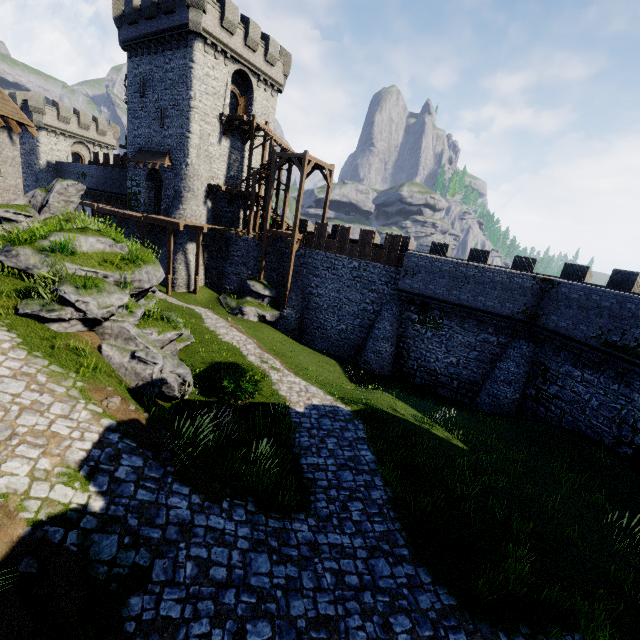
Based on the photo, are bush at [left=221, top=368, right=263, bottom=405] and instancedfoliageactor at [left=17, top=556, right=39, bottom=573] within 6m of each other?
no

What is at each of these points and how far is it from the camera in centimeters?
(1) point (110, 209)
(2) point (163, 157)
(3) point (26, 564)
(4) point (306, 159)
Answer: (1) walkway, 2909cm
(2) awning, 2802cm
(3) instancedfoliageactor, 494cm
(4) stairs, 2362cm

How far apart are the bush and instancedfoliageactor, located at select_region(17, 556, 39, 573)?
7.2 meters

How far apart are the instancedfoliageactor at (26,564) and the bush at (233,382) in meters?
7.2

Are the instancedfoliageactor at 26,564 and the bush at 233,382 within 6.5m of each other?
no

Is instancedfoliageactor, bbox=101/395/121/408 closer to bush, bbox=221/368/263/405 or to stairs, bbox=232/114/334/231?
bush, bbox=221/368/263/405

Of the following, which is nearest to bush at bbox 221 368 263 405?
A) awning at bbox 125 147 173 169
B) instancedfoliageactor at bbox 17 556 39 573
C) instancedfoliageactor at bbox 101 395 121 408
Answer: instancedfoliageactor at bbox 101 395 121 408

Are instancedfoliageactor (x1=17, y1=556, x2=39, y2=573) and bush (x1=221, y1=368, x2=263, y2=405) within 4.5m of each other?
no
